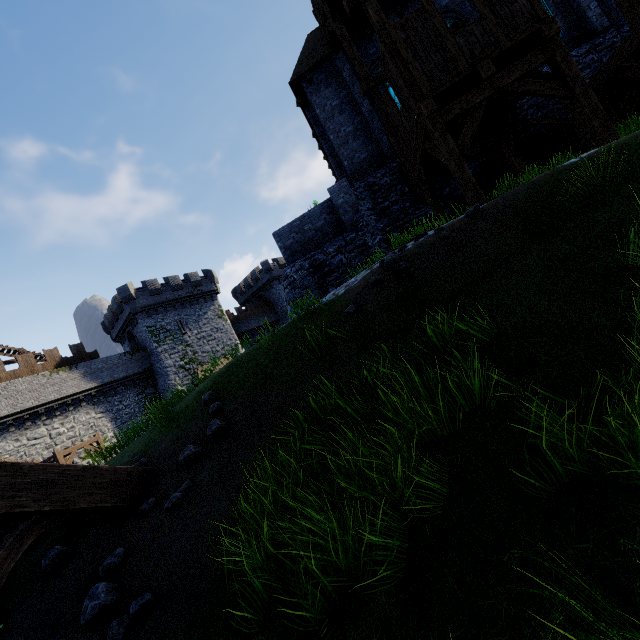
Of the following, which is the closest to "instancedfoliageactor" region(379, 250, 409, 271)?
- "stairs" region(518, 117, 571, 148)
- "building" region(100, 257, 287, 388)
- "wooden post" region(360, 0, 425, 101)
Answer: "wooden post" region(360, 0, 425, 101)

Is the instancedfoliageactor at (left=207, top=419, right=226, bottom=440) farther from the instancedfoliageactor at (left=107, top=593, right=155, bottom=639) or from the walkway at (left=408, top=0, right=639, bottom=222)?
the walkway at (left=408, top=0, right=639, bottom=222)

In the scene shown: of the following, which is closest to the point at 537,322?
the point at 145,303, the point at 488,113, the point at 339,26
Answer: the point at 488,113

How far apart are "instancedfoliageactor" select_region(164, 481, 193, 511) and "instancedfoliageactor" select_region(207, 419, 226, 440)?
0.7m

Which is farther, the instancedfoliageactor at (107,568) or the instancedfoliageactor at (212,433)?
the instancedfoliageactor at (212,433)

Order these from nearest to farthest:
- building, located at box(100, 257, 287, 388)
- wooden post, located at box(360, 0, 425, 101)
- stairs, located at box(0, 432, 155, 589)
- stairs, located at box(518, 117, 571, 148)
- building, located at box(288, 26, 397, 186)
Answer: stairs, located at box(0, 432, 155, 589) → wooden post, located at box(360, 0, 425, 101) → stairs, located at box(518, 117, 571, 148) → building, located at box(288, 26, 397, 186) → building, located at box(100, 257, 287, 388)

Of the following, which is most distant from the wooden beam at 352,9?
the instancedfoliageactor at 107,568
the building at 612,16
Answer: the instancedfoliageactor at 107,568

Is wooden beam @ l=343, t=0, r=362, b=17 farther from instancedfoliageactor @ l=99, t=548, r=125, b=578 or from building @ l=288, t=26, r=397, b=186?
instancedfoliageactor @ l=99, t=548, r=125, b=578
